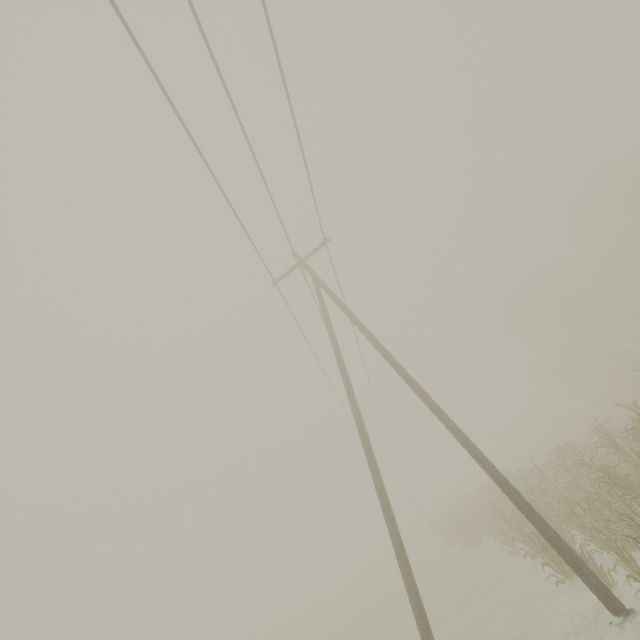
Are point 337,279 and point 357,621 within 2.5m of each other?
no

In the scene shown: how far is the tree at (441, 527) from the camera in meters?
8.5 m

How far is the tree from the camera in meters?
8.5 m
